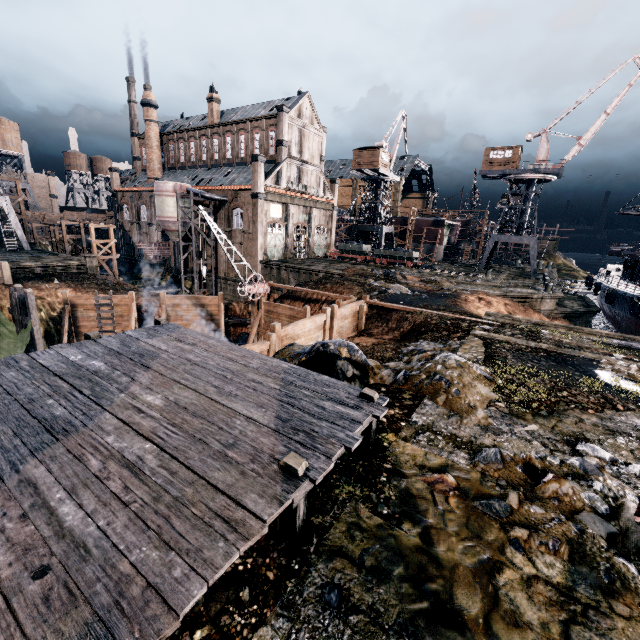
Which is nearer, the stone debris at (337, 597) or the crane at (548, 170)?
the stone debris at (337, 597)

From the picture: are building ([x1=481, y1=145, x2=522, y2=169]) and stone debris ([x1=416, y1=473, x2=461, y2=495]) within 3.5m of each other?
no

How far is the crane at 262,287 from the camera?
21.98m

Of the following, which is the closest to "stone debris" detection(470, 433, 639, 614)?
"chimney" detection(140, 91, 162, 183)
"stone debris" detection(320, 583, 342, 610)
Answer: "stone debris" detection(320, 583, 342, 610)

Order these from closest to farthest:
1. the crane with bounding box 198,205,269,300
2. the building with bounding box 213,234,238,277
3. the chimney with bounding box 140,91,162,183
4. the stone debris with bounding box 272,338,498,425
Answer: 1. the stone debris with bounding box 272,338,498,425
2. the crane with bounding box 198,205,269,300
3. the building with bounding box 213,234,238,277
4. the chimney with bounding box 140,91,162,183

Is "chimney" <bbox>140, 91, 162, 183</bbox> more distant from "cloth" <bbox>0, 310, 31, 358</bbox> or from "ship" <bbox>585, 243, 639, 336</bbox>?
"ship" <bbox>585, 243, 639, 336</bbox>

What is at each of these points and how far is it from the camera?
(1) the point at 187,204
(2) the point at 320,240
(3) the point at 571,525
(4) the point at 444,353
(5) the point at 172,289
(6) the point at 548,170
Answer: (1) silo, 46.8m
(2) door, 56.9m
(3) stone debris, 5.8m
(4) stone debris, 13.5m
(5) pipe, 50.5m
(6) crane, 41.8m

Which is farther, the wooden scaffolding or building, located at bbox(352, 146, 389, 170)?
building, located at bbox(352, 146, 389, 170)
